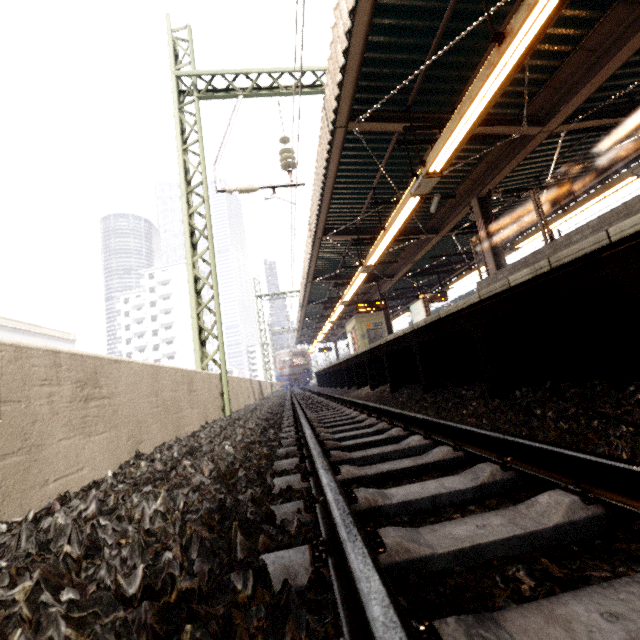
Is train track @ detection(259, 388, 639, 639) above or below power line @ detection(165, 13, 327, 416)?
below

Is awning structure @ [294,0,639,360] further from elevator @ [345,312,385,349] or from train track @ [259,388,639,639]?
train track @ [259,388,639,639]

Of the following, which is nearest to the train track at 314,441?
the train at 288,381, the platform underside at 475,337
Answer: the train at 288,381

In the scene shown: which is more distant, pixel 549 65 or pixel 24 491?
pixel 549 65

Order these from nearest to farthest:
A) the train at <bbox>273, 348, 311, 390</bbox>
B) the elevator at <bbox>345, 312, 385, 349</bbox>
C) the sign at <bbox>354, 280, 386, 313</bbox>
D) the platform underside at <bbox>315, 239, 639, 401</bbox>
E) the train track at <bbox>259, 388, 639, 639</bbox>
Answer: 1. the train track at <bbox>259, 388, 639, 639</bbox>
2. the platform underside at <bbox>315, 239, 639, 401</bbox>
3. the sign at <bbox>354, 280, 386, 313</bbox>
4. the elevator at <bbox>345, 312, 385, 349</bbox>
5. the train at <bbox>273, 348, 311, 390</bbox>

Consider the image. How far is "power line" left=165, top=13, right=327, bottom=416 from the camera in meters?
6.9

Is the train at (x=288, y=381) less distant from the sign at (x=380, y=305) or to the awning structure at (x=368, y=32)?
the awning structure at (x=368, y=32)

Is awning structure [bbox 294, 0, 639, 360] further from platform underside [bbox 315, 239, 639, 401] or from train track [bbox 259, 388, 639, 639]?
train track [bbox 259, 388, 639, 639]
